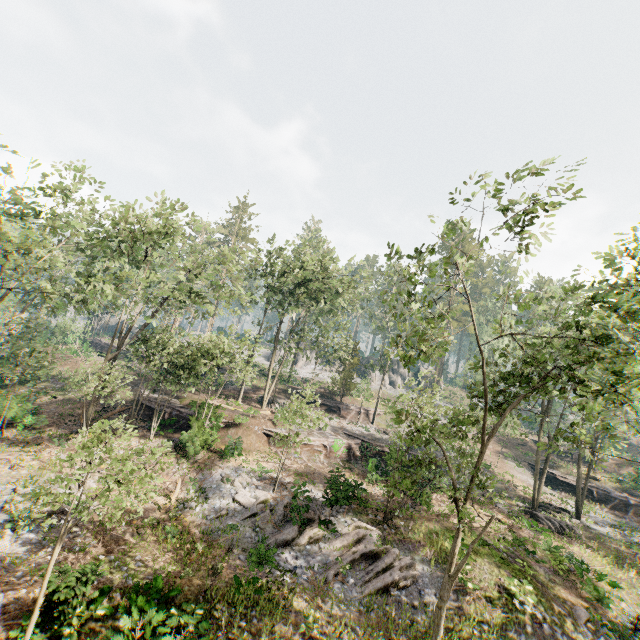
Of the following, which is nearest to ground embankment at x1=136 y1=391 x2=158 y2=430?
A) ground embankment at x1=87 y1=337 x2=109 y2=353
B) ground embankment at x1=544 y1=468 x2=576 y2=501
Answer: ground embankment at x1=87 y1=337 x2=109 y2=353

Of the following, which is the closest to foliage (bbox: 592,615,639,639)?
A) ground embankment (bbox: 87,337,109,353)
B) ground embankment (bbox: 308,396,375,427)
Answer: ground embankment (bbox: 308,396,375,427)

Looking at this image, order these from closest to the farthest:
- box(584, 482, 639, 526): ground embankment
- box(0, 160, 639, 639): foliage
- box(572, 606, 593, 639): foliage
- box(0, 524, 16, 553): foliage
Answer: box(0, 160, 639, 639): foliage < box(0, 524, 16, 553): foliage < box(572, 606, 593, 639): foliage < box(584, 482, 639, 526): ground embankment

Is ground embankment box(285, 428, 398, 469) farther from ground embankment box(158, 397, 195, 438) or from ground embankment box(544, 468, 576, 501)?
ground embankment box(158, 397, 195, 438)

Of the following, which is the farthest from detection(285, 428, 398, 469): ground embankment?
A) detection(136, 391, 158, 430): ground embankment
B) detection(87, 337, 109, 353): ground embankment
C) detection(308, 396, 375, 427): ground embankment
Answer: detection(87, 337, 109, 353): ground embankment

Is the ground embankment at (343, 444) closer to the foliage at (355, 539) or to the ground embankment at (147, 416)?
the foliage at (355, 539)

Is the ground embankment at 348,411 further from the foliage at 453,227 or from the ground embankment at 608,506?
the ground embankment at 608,506

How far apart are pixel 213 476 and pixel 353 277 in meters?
23.9
